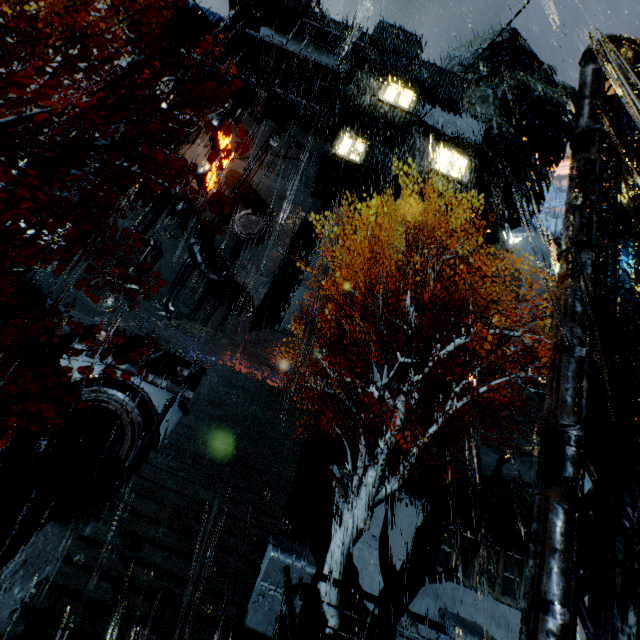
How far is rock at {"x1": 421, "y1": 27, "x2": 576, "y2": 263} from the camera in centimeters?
3919cm

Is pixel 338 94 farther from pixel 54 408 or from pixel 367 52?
pixel 54 408

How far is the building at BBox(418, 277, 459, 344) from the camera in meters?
24.2 m

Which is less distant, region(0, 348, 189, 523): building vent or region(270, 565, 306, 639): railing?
region(270, 565, 306, 639): railing

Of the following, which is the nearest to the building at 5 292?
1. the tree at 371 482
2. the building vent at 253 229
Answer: the building vent at 253 229

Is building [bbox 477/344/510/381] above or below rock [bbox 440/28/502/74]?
below

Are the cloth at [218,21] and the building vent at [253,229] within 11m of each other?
no

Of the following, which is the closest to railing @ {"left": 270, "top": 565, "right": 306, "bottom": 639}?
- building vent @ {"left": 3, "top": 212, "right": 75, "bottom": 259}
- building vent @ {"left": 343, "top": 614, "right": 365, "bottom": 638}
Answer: building vent @ {"left": 343, "top": 614, "right": 365, "bottom": 638}
